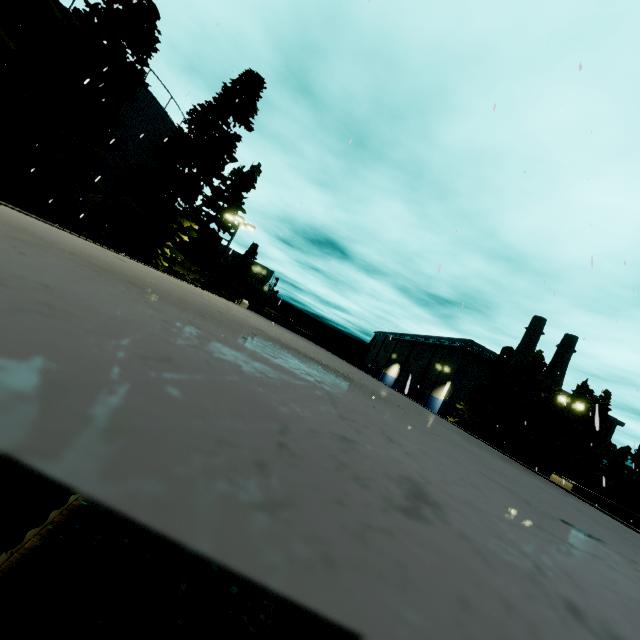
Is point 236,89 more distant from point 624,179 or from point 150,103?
point 624,179

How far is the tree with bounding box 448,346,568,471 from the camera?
36.41m

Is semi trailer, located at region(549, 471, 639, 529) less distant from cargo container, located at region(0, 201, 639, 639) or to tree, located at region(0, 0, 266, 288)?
cargo container, located at region(0, 201, 639, 639)

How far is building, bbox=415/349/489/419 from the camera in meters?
51.6 m

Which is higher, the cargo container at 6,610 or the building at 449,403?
the building at 449,403

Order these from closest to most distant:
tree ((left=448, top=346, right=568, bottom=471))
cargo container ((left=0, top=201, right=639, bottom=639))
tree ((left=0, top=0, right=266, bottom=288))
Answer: cargo container ((left=0, top=201, right=639, bottom=639)), tree ((left=0, top=0, right=266, bottom=288)), tree ((left=448, top=346, right=568, bottom=471))

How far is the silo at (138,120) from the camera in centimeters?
2006cm

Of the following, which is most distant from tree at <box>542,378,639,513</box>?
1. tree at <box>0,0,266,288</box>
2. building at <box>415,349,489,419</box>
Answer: tree at <box>0,0,266,288</box>
